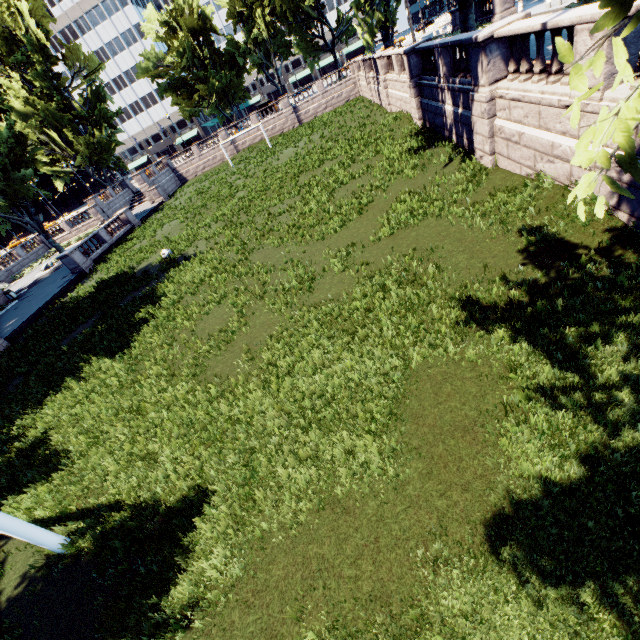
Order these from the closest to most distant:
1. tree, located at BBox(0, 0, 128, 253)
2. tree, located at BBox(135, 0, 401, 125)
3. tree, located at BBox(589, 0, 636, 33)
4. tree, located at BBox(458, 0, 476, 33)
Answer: tree, located at BBox(589, 0, 636, 33), tree, located at BBox(458, 0, 476, 33), tree, located at BBox(0, 0, 128, 253), tree, located at BBox(135, 0, 401, 125)

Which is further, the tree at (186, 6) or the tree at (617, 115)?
the tree at (186, 6)

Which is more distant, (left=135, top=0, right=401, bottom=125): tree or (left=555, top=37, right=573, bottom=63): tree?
(left=135, top=0, right=401, bottom=125): tree

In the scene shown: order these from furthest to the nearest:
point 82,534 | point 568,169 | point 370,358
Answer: point 568,169 → point 370,358 → point 82,534

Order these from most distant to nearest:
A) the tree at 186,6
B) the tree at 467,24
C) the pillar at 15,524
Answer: the tree at 186,6 < the tree at 467,24 < the pillar at 15,524

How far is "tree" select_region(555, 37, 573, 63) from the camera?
2.48m
